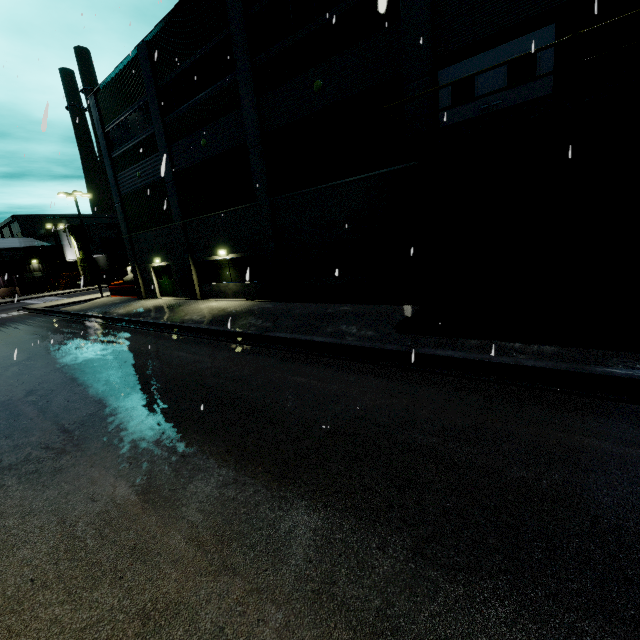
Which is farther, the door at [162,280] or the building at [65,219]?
the building at [65,219]

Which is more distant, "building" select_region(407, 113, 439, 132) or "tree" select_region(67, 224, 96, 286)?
"tree" select_region(67, 224, 96, 286)

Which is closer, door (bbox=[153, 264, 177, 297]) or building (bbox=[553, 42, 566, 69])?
building (bbox=[553, 42, 566, 69])

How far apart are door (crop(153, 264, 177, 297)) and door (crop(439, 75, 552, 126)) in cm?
1934

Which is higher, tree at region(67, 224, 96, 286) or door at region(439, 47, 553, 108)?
tree at region(67, 224, 96, 286)

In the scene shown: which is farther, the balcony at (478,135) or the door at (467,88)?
the door at (467,88)

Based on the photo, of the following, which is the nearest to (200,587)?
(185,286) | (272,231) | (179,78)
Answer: (272,231)
